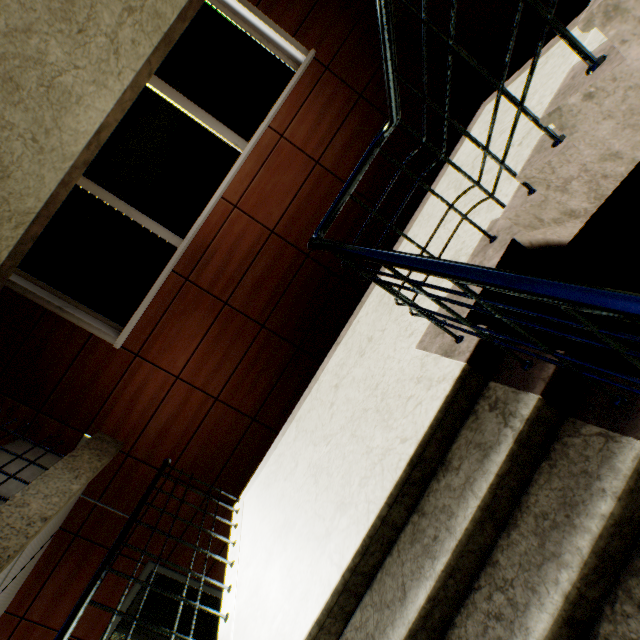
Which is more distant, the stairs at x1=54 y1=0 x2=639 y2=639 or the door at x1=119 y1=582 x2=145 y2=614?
the door at x1=119 y1=582 x2=145 y2=614

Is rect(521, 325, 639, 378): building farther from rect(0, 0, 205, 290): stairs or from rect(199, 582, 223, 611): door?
rect(199, 582, 223, 611): door

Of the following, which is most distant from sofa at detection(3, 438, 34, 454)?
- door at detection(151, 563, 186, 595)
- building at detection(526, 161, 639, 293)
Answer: building at detection(526, 161, 639, 293)

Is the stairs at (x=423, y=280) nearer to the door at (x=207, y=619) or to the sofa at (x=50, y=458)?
the sofa at (x=50, y=458)

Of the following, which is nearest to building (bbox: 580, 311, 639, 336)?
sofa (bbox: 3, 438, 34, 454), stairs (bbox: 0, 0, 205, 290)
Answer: stairs (bbox: 0, 0, 205, 290)

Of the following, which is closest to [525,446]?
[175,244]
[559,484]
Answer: [559,484]

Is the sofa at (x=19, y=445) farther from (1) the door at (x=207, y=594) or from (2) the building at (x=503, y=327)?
(2) the building at (x=503, y=327)
